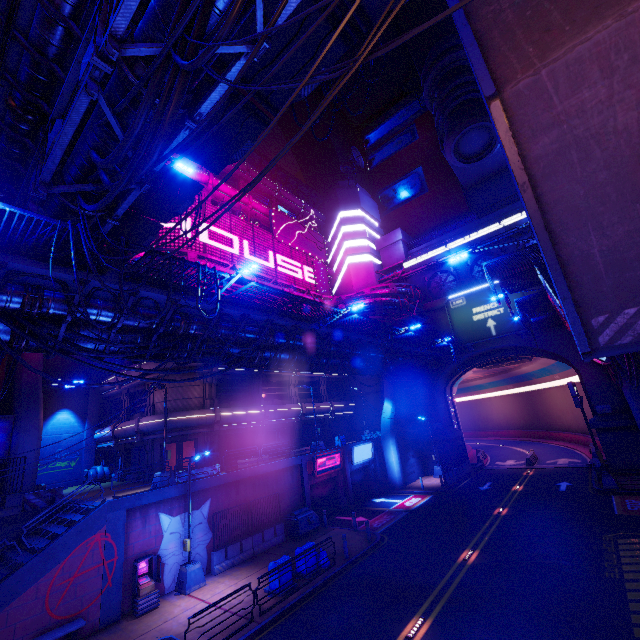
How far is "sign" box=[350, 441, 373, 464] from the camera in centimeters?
2851cm

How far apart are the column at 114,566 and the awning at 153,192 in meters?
14.5

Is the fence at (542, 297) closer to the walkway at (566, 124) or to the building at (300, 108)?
the walkway at (566, 124)

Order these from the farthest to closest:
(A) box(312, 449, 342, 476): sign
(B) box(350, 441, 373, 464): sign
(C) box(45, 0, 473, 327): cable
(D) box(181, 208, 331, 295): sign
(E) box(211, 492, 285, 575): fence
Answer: (D) box(181, 208, 331, 295): sign
(B) box(350, 441, 373, 464): sign
(A) box(312, 449, 342, 476): sign
(E) box(211, 492, 285, 575): fence
(C) box(45, 0, 473, 327): cable

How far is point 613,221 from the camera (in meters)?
4.92

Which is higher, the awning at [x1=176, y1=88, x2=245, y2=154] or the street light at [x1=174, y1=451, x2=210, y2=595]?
the awning at [x1=176, y1=88, x2=245, y2=154]

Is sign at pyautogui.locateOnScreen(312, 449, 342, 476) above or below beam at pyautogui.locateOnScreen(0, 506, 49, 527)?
below

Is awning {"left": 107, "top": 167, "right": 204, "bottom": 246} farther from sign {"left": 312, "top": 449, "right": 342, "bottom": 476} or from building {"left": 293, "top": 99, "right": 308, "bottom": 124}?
building {"left": 293, "top": 99, "right": 308, "bottom": 124}
